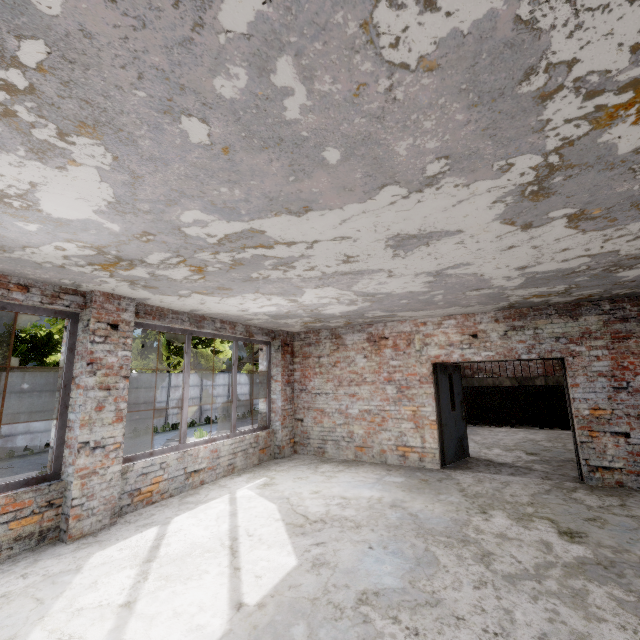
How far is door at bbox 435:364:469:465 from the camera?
7.1m

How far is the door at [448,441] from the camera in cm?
708

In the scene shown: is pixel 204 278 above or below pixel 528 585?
above
